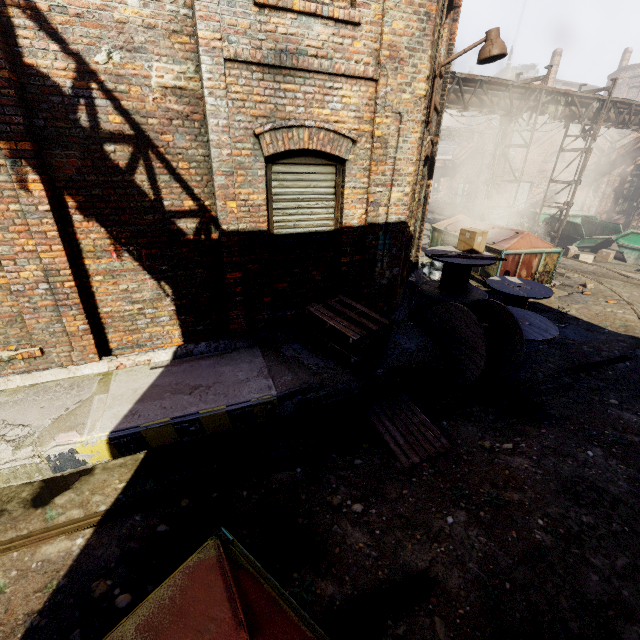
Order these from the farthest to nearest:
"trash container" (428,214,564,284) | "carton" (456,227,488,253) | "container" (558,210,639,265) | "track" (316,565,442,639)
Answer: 1. "container" (558,210,639,265)
2. "trash container" (428,214,564,284)
3. "carton" (456,227,488,253)
4. "track" (316,565,442,639)

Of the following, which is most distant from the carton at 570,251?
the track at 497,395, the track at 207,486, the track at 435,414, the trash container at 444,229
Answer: the track at 207,486

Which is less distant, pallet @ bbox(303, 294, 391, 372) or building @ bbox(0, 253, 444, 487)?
building @ bbox(0, 253, 444, 487)

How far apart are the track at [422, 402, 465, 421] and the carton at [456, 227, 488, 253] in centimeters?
364cm

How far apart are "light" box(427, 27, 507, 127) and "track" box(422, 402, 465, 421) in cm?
479

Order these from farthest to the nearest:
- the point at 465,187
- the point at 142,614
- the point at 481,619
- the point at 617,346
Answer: the point at 465,187
the point at 617,346
the point at 481,619
the point at 142,614

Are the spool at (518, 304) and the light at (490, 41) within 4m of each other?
yes

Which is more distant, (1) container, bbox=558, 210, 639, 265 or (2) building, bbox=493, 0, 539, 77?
(2) building, bbox=493, 0, 539, 77
